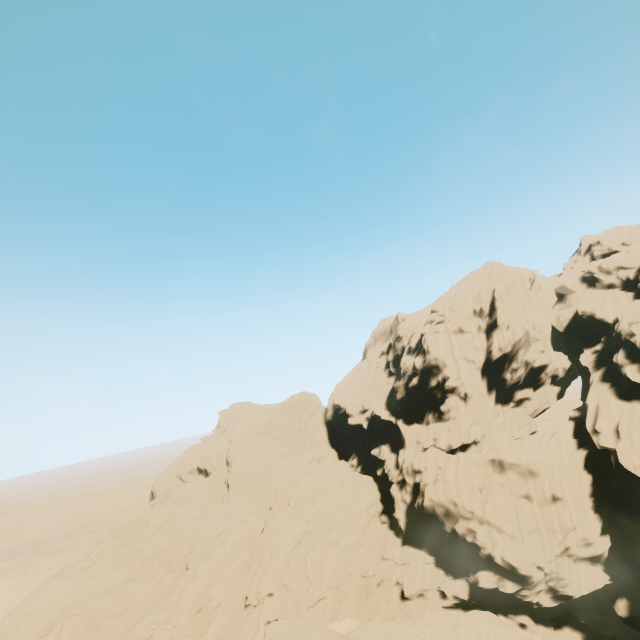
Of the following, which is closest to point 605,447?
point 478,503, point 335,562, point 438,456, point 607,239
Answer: point 478,503
